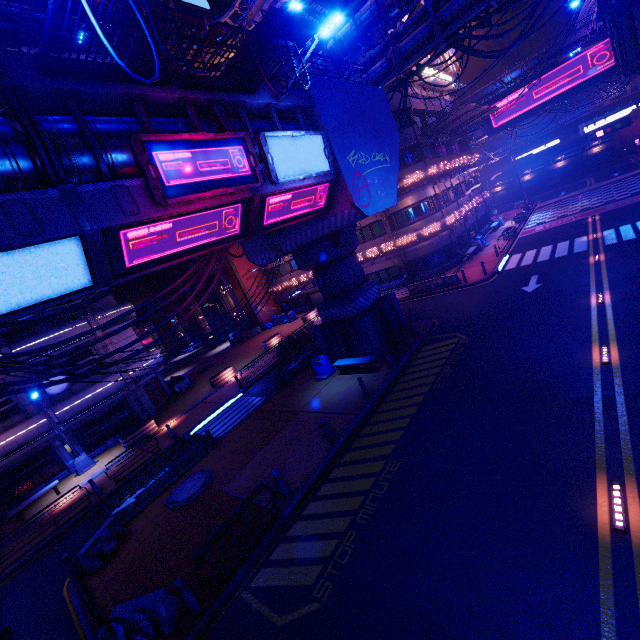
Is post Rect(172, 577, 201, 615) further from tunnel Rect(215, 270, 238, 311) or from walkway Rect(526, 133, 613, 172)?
walkway Rect(526, 133, 613, 172)

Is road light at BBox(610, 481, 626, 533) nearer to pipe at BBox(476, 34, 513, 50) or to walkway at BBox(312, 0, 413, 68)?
pipe at BBox(476, 34, 513, 50)

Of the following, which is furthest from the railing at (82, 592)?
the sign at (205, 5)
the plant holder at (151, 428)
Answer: the sign at (205, 5)

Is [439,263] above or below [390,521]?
above

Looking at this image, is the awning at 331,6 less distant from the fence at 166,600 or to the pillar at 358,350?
the pillar at 358,350

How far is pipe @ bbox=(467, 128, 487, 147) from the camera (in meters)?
43.31

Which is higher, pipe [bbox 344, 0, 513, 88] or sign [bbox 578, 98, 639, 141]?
pipe [bbox 344, 0, 513, 88]

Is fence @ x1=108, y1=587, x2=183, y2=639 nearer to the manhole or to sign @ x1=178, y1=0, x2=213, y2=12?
the manhole
